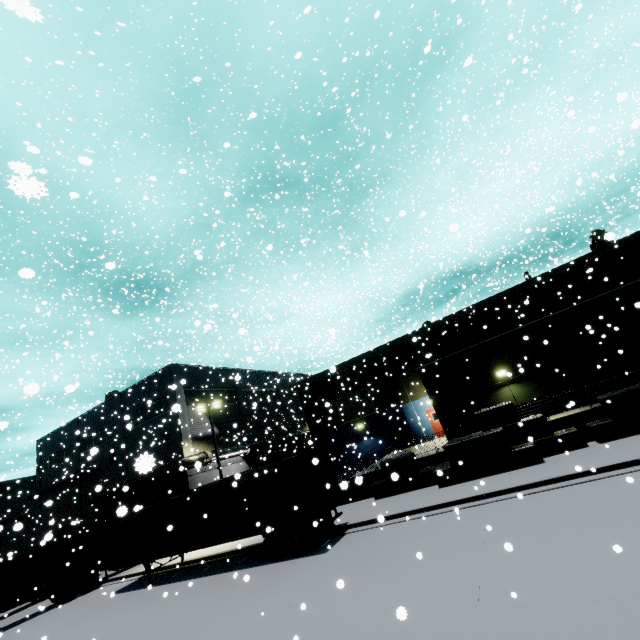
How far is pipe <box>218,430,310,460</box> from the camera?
29.0 meters

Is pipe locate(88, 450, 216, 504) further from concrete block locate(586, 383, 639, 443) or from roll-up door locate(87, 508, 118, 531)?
concrete block locate(586, 383, 639, 443)

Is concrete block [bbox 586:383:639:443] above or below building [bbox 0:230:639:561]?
below

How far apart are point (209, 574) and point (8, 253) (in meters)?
41.34

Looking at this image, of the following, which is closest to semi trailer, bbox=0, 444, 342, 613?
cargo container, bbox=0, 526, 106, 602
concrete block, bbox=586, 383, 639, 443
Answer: cargo container, bbox=0, 526, 106, 602

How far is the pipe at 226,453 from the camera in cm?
2898

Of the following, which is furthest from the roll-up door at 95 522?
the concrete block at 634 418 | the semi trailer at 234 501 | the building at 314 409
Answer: the concrete block at 634 418

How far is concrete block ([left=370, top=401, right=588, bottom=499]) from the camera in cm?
1500
